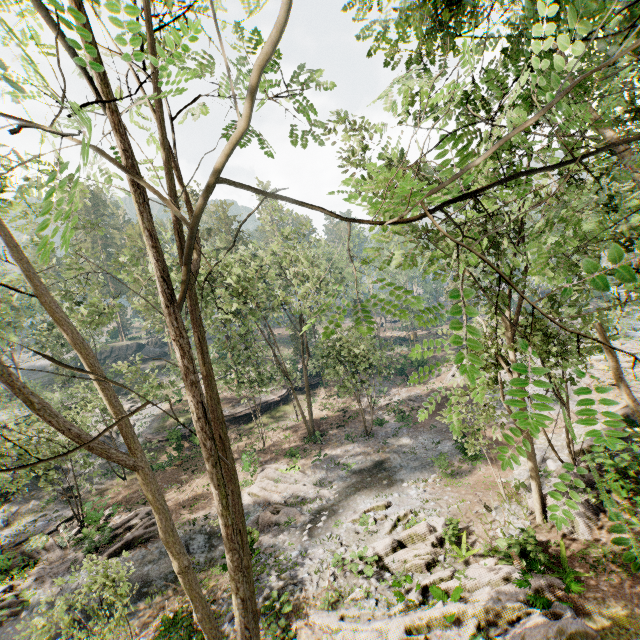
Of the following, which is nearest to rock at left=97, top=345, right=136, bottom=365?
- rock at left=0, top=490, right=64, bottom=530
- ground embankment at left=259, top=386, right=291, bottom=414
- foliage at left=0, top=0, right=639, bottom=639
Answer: foliage at left=0, top=0, right=639, bottom=639

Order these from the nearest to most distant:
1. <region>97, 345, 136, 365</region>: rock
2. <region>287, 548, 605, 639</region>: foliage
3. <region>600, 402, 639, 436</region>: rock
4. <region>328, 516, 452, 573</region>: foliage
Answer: <region>287, 548, 605, 639</region>: foliage < <region>328, 516, 452, 573</region>: foliage < <region>600, 402, 639, 436</region>: rock < <region>97, 345, 136, 365</region>: rock

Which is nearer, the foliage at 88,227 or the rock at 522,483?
the rock at 522,483

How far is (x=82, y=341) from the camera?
7.45m

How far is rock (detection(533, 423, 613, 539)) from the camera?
12.6 meters

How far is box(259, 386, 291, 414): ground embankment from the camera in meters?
37.2
